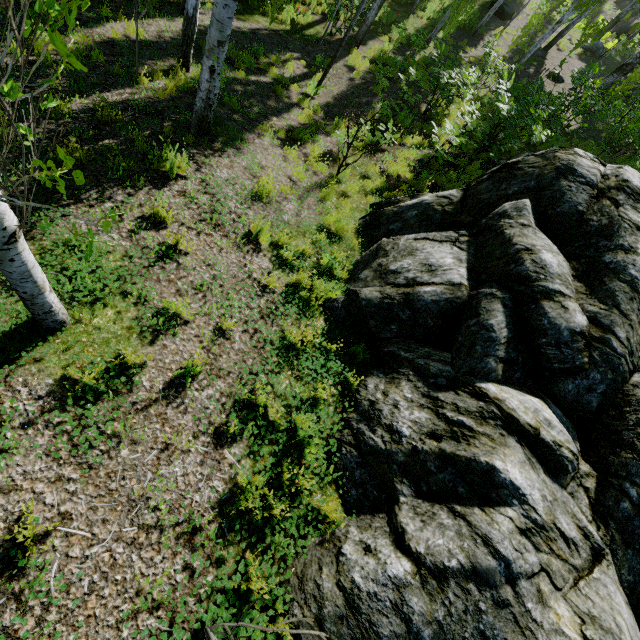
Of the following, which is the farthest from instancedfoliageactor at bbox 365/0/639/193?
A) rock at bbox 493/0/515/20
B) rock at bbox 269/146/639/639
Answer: rock at bbox 493/0/515/20

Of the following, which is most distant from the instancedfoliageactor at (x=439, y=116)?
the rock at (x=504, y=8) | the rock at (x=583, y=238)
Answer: the rock at (x=504, y=8)

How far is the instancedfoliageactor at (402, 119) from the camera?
6.7m

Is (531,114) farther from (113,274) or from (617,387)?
(113,274)

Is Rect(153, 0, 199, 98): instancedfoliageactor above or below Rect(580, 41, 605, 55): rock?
below

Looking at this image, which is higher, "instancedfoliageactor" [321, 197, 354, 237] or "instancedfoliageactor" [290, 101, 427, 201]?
"instancedfoliageactor" [321, 197, 354, 237]

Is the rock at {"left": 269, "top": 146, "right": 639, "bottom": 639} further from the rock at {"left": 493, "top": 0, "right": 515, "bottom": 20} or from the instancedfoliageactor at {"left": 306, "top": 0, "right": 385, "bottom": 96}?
the rock at {"left": 493, "top": 0, "right": 515, "bottom": 20}

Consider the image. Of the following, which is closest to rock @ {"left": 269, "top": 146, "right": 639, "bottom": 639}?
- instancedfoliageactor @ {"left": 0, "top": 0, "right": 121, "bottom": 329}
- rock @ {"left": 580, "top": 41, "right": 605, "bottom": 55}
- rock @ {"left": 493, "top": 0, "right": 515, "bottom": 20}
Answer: instancedfoliageactor @ {"left": 0, "top": 0, "right": 121, "bottom": 329}
